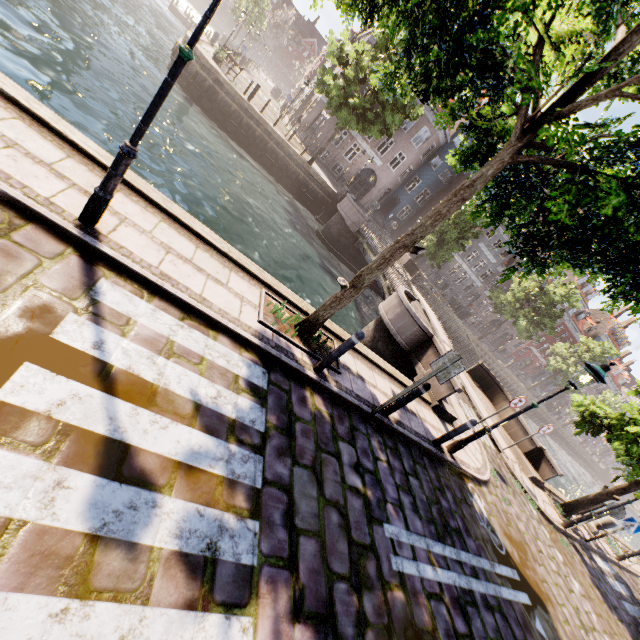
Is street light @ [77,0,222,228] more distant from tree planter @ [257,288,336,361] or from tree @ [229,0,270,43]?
tree planter @ [257,288,336,361]

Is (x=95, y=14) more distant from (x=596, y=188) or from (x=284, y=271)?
(x=596, y=188)

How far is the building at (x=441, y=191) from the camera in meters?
31.8

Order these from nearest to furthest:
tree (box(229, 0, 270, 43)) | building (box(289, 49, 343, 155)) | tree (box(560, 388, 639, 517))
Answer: tree (box(560, 388, 639, 517)) < building (box(289, 49, 343, 155)) < tree (box(229, 0, 270, 43))

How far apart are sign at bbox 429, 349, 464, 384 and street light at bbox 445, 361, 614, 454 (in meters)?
3.06

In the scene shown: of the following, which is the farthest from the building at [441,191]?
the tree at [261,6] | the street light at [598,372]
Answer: the street light at [598,372]

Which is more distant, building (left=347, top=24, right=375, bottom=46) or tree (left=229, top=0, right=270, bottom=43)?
tree (left=229, top=0, right=270, bottom=43)

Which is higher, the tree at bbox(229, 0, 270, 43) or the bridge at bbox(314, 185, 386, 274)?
the tree at bbox(229, 0, 270, 43)
